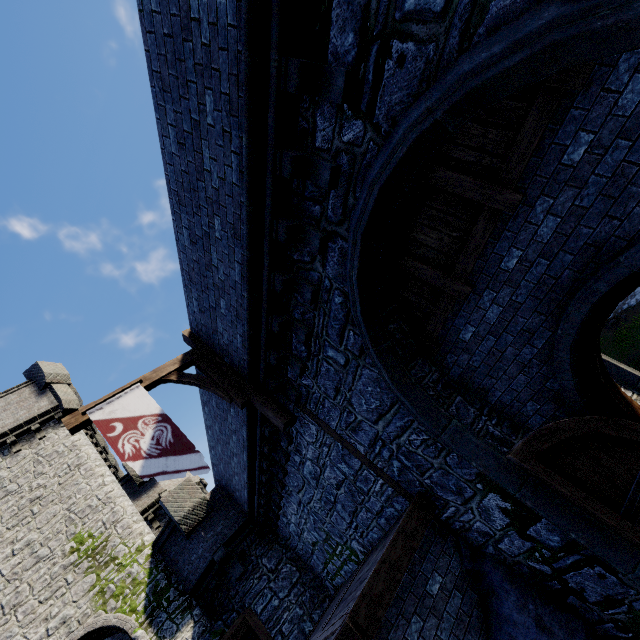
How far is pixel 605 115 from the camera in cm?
322

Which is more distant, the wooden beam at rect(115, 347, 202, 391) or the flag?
the wooden beam at rect(115, 347, 202, 391)

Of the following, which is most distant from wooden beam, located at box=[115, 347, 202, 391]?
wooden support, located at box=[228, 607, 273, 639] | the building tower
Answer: the building tower

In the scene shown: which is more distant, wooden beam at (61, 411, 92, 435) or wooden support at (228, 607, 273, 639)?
wooden support at (228, 607, 273, 639)

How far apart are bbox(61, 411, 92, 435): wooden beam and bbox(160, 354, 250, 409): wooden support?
0.0m

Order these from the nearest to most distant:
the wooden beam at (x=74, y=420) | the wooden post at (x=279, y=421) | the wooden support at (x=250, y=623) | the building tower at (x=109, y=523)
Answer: the wooden beam at (x=74, y=420)
the wooden post at (x=279, y=421)
the wooden support at (x=250, y=623)
the building tower at (x=109, y=523)

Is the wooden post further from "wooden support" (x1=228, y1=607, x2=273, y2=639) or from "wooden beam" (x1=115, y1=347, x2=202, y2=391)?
"wooden support" (x1=228, y1=607, x2=273, y2=639)

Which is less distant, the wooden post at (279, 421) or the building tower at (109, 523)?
the wooden post at (279, 421)
